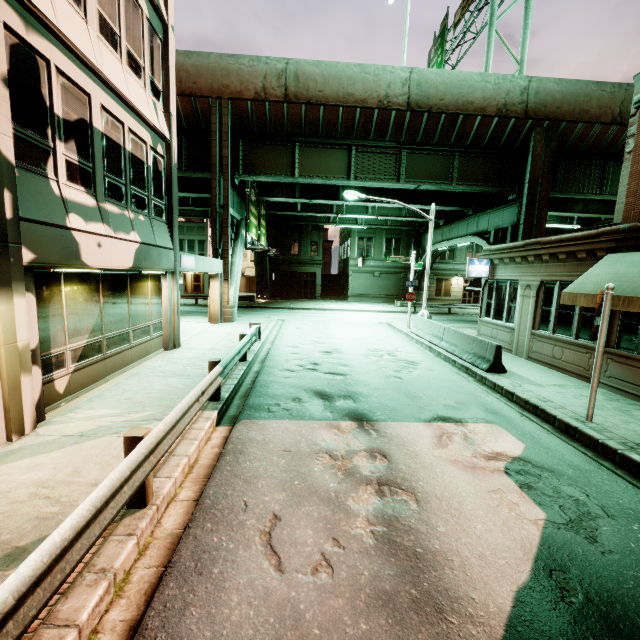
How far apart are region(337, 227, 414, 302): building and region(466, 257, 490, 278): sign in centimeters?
2479cm

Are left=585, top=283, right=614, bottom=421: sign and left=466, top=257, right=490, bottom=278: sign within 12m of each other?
yes

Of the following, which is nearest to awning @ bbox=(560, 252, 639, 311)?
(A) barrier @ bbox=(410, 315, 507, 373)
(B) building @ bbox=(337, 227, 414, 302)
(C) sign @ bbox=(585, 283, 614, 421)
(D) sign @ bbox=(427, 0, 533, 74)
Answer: (C) sign @ bbox=(585, 283, 614, 421)

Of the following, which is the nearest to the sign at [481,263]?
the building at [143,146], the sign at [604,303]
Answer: the sign at [604,303]

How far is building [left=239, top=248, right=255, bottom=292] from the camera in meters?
51.0

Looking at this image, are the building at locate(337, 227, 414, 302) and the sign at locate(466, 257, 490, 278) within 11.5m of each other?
no

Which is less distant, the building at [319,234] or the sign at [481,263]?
the sign at [481,263]

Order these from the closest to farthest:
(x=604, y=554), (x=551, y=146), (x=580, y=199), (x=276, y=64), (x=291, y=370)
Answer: (x=604, y=554) < (x=291, y=370) < (x=276, y=64) < (x=551, y=146) < (x=580, y=199)
